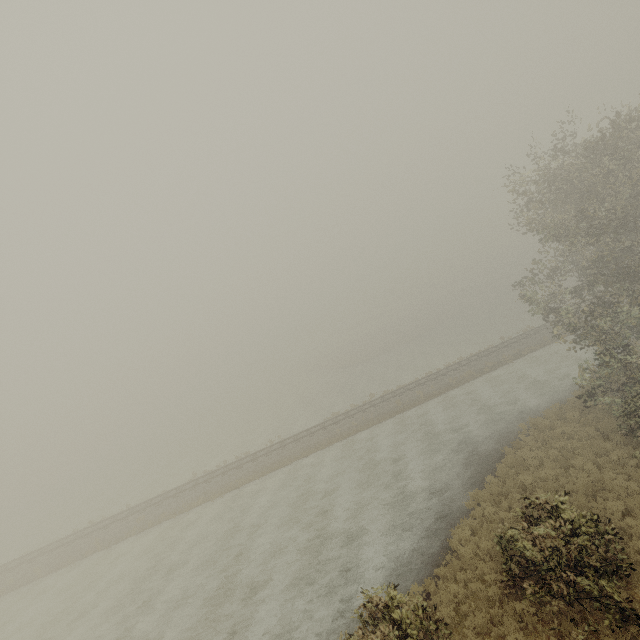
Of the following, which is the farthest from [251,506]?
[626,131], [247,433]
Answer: [626,131]
